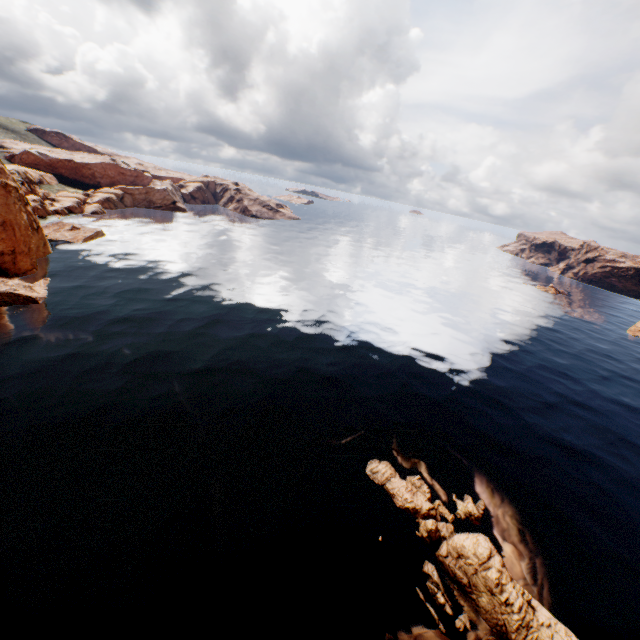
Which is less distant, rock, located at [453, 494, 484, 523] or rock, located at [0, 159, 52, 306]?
rock, located at [453, 494, 484, 523]

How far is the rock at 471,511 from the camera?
24.64m

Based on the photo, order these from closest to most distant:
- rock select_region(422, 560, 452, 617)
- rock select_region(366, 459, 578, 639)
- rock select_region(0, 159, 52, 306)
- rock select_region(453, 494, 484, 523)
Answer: rock select_region(366, 459, 578, 639), rock select_region(422, 560, 452, 617), rock select_region(453, 494, 484, 523), rock select_region(0, 159, 52, 306)

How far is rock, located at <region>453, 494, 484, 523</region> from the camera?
24.6 meters

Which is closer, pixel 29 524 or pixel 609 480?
pixel 29 524
